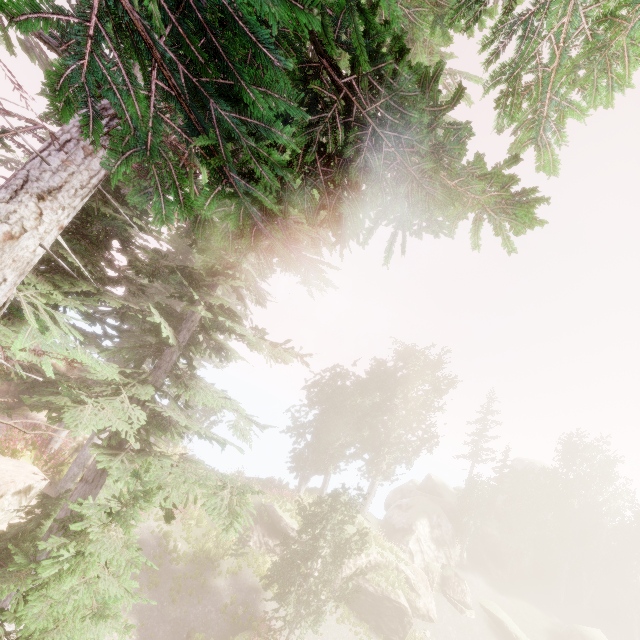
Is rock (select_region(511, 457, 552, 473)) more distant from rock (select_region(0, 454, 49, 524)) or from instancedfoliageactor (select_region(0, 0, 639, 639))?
rock (select_region(0, 454, 49, 524))

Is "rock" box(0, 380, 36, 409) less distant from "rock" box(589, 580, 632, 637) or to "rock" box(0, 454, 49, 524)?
"rock" box(0, 454, 49, 524)

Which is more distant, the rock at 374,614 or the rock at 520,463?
the rock at 520,463

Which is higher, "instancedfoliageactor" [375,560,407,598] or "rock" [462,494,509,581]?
"rock" [462,494,509,581]

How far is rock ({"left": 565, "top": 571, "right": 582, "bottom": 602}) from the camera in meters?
39.7

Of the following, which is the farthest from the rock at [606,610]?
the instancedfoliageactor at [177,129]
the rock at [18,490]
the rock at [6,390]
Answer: the rock at [18,490]

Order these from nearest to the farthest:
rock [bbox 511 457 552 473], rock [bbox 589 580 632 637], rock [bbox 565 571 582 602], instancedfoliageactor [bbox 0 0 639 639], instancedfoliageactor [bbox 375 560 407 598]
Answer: instancedfoliageactor [bbox 0 0 639 639] < instancedfoliageactor [bbox 375 560 407 598] < rock [bbox 589 580 632 637] < rock [bbox 565 571 582 602] < rock [bbox 511 457 552 473]

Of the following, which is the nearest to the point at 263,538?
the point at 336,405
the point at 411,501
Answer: the point at 336,405
